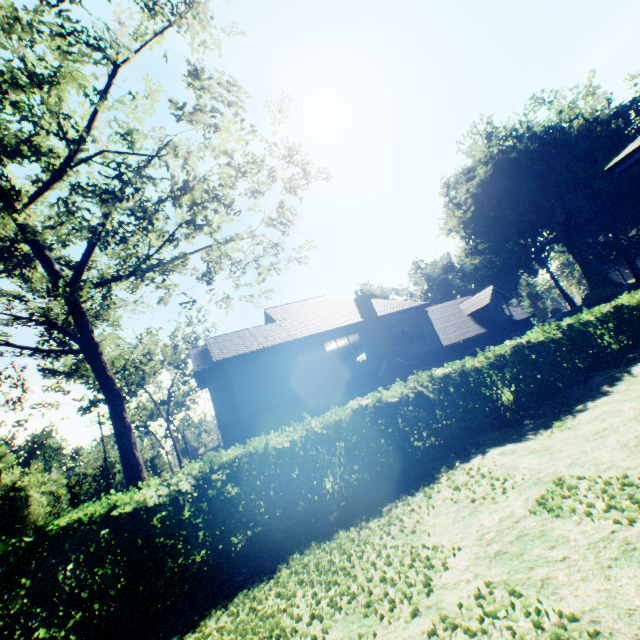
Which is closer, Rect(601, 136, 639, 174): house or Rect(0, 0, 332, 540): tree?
Rect(601, 136, 639, 174): house

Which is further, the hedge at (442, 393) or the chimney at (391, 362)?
the chimney at (391, 362)

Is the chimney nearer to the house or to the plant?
the house

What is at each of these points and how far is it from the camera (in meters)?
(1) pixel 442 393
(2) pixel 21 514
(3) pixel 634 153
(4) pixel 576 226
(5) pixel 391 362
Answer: (1) hedge, 12.89
(2) tree, 17.41
(3) house, 4.20
(4) plant, 46.66
(5) chimney, 21.38

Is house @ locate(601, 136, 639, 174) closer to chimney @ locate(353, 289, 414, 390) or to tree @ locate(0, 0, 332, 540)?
tree @ locate(0, 0, 332, 540)

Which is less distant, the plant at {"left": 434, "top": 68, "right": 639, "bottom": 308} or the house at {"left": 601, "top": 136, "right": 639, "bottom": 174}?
the house at {"left": 601, "top": 136, "right": 639, "bottom": 174}

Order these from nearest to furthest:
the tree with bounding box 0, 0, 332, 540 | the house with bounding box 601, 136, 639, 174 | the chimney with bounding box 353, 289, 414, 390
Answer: the house with bounding box 601, 136, 639, 174 < the tree with bounding box 0, 0, 332, 540 < the chimney with bounding box 353, 289, 414, 390

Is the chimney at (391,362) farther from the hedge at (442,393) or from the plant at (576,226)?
the plant at (576,226)
